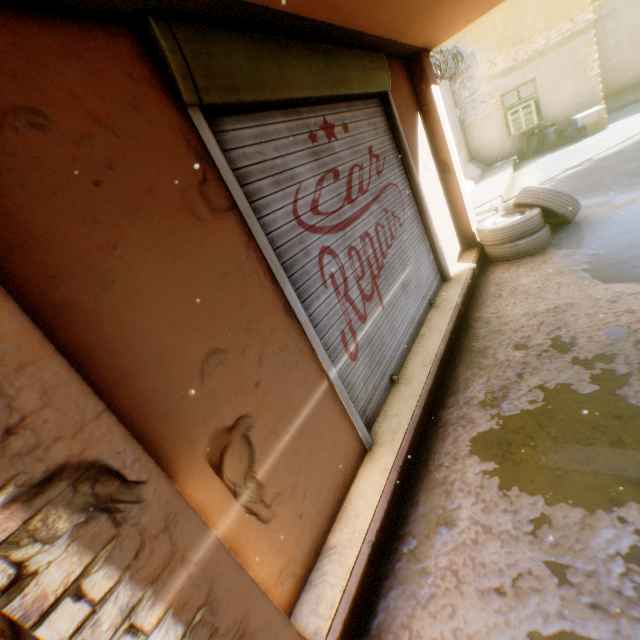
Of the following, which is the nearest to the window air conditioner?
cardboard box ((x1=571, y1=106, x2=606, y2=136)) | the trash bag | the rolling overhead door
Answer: the trash bag

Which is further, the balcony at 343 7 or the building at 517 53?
the building at 517 53

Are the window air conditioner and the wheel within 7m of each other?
no

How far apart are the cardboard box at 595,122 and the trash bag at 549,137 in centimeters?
15cm

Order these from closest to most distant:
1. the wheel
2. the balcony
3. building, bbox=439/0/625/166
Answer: the balcony < the wheel < building, bbox=439/0/625/166

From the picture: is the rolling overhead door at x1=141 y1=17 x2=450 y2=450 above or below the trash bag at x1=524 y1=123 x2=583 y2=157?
above

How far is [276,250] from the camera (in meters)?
2.32

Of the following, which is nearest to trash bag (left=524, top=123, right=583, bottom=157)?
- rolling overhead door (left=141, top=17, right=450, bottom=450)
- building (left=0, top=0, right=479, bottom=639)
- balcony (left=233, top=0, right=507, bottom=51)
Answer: building (left=0, top=0, right=479, bottom=639)
